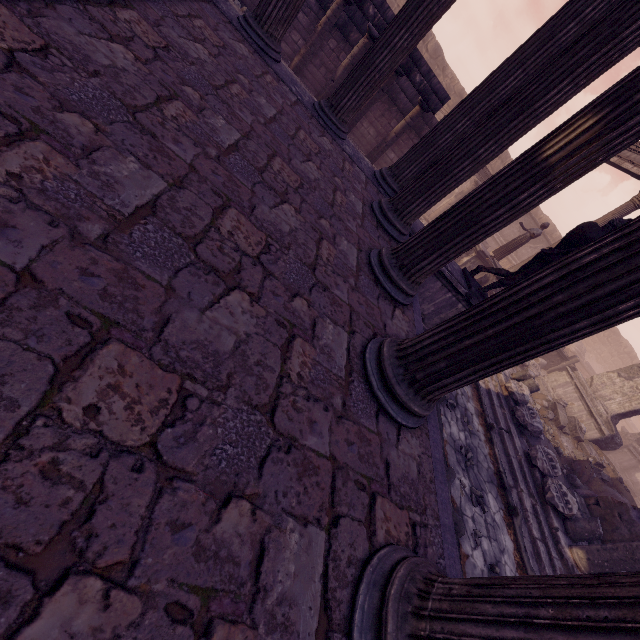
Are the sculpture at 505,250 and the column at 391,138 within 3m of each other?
no

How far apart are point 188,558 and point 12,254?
1.1 meters

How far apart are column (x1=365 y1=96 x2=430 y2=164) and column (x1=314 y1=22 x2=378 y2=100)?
1.78m

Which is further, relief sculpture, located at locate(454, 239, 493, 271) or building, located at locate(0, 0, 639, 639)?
relief sculpture, located at locate(454, 239, 493, 271)

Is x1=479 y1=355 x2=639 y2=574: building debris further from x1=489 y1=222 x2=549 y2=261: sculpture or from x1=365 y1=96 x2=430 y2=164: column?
x1=365 y1=96 x2=430 y2=164: column

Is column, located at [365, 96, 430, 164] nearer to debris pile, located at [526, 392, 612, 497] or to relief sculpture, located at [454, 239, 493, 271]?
relief sculpture, located at [454, 239, 493, 271]

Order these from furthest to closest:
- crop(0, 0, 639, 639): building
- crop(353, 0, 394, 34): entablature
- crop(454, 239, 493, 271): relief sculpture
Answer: crop(454, 239, 493, 271): relief sculpture → crop(353, 0, 394, 34): entablature → crop(0, 0, 639, 639): building

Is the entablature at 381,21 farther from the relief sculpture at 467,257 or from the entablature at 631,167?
the entablature at 631,167
